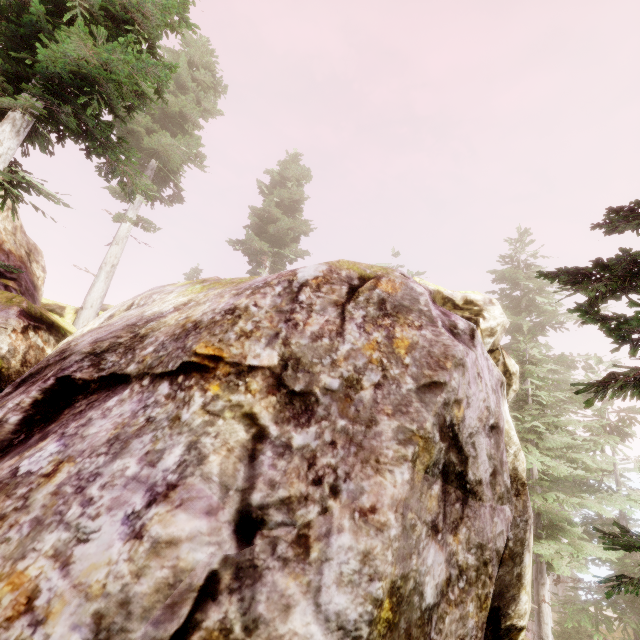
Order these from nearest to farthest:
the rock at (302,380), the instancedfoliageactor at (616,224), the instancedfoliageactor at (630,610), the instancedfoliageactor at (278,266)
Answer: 1. the rock at (302,380)
2. the instancedfoliageactor at (630,610)
3. the instancedfoliageactor at (616,224)
4. the instancedfoliageactor at (278,266)

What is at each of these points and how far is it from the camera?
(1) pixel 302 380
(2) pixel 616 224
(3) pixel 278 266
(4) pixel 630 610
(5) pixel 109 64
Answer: (1) rock, 4.5 meters
(2) instancedfoliageactor, 5.5 meters
(3) instancedfoliageactor, 28.8 meters
(4) instancedfoliageactor, 12.1 meters
(5) instancedfoliageactor, 6.3 meters

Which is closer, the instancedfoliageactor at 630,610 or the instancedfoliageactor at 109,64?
the instancedfoliageactor at 630,610

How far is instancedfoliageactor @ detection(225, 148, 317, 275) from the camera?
27.5m

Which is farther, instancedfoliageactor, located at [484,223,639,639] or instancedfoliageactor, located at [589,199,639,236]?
instancedfoliageactor, located at [589,199,639,236]

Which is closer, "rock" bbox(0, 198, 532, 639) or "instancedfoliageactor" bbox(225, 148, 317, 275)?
"rock" bbox(0, 198, 532, 639)

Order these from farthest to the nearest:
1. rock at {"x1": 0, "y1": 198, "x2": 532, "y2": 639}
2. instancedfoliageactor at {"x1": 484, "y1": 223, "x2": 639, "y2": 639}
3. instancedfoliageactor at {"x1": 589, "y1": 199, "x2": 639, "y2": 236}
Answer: instancedfoliageactor at {"x1": 589, "y1": 199, "x2": 639, "y2": 236}, instancedfoliageactor at {"x1": 484, "y1": 223, "x2": 639, "y2": 639}, rock at {"x1": 0, "y1": 198, "x2": 532, "y2": 639}
